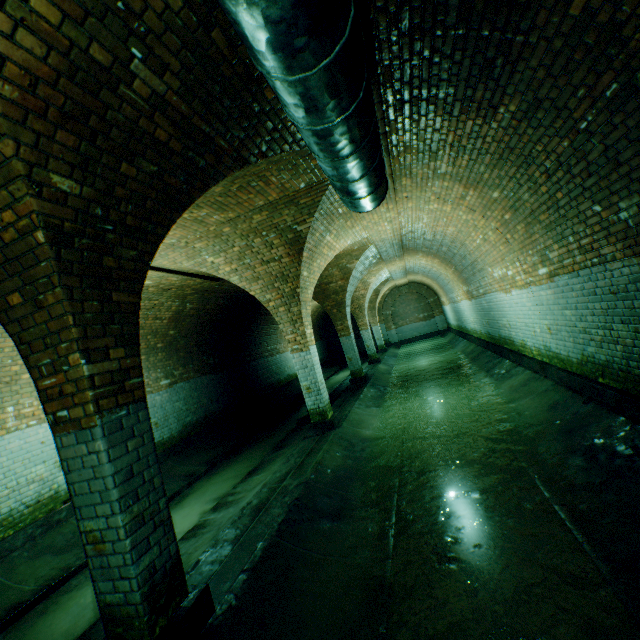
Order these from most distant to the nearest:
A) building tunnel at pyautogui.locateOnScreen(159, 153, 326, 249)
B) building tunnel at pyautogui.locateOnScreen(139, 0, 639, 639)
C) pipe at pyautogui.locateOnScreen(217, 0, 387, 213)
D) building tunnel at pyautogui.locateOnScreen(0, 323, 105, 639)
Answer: building tunnel at pyautogui.locateOnScreen(159, 153, 326, 249)
building tunnel at pyautogui.locateOnScreen(0, 323, 105, 639)
building tunnel at pyautogui.locateOnScreen(139, 0, 639, 639)
pipe at pyautogui.locateOnScreen(217, 0, 387, 213)

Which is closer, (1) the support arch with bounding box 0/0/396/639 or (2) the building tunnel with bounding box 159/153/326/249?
(1) the support arch with bounding box 0/0/396/639

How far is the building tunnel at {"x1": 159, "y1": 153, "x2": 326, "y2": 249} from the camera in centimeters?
453cm

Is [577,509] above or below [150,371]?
below

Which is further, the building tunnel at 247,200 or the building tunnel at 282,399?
the building tunnel at 247,200

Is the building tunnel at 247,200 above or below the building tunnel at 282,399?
above

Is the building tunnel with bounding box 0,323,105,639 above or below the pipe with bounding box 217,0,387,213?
below

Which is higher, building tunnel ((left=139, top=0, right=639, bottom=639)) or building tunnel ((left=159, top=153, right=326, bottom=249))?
building tunnel ((left=159, top=153, right=326, bottom=249))
